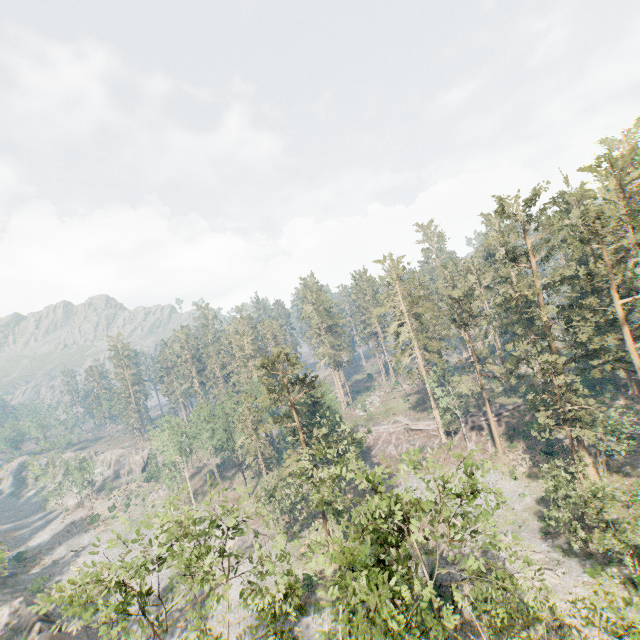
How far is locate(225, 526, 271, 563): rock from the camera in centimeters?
4360cm

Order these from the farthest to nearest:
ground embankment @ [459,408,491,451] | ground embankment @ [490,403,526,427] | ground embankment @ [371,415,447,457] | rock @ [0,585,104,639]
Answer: ground embankment @ [371,415,447,457]
ground embankment @ [490,403,526,427]
ground embankment @ [459,408,491,451]
rock @ [0,585,104,639]

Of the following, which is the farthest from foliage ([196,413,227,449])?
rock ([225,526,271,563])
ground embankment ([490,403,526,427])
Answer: rock ([225,526,271,563])

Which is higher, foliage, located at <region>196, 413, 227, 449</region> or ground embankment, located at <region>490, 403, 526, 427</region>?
foliage, located at <region>196, 413, 227, 449</region>

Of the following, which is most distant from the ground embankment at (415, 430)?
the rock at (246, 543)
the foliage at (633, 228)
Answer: the rock at (246, 543)

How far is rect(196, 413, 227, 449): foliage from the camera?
56.3 meters

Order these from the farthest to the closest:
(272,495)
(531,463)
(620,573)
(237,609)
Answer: (272,495) → (531,463) → (237,609) → (620,573)
